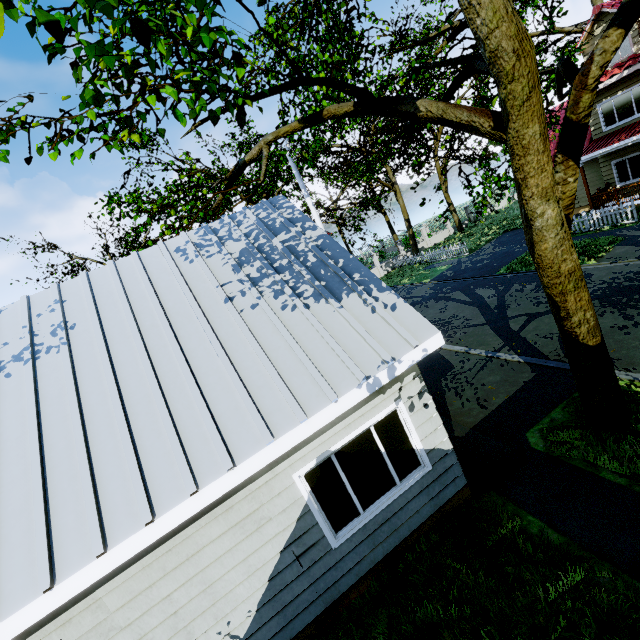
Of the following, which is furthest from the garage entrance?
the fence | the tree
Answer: the fence

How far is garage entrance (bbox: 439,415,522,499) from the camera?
5.8 meters

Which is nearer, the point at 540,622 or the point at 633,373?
the point at 540,622

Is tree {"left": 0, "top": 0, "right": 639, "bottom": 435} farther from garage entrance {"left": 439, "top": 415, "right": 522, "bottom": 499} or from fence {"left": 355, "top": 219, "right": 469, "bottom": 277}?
garage entrance {"left": 439, "top": 415, "right": 522, "bottom": 499}

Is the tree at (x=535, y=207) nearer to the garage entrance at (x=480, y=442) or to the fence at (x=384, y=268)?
the fence at (x=384, y=268)

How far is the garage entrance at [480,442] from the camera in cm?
580

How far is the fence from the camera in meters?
25.7 m
